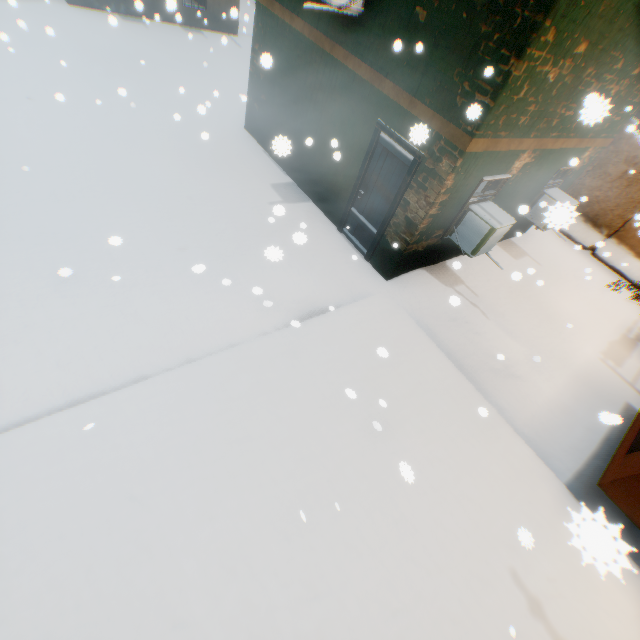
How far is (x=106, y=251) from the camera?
5.6m

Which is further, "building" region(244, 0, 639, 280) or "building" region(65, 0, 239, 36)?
"building" region(65, 0, 239, 36)

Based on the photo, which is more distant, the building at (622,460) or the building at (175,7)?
the building at (175,7)
